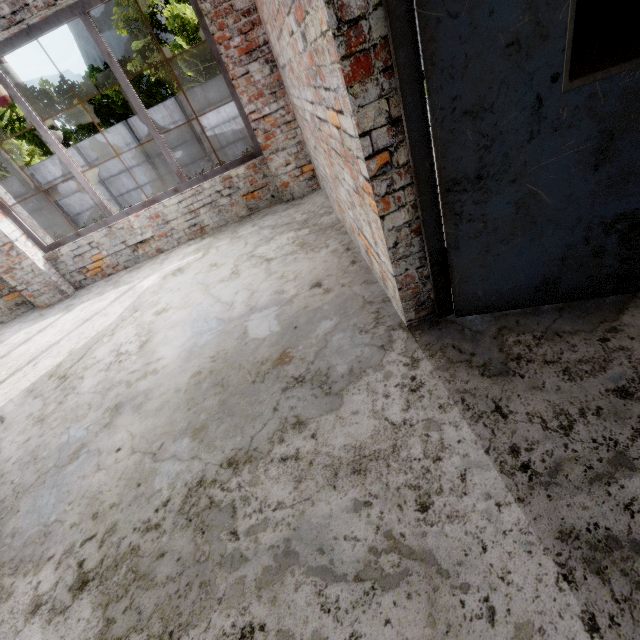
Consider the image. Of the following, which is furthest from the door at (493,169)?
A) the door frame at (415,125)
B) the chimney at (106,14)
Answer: the chimney at (106,14)

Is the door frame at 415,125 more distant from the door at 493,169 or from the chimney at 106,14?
the chimney at 106,14

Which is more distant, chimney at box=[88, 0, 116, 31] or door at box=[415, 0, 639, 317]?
chimney at box=[88, 0, 116, 31]

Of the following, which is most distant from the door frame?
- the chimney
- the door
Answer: the chimney

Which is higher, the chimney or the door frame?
the chimney

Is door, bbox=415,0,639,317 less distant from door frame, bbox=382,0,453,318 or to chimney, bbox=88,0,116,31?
door frame, bbox=382,0,453,318

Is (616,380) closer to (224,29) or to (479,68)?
(479,68)
